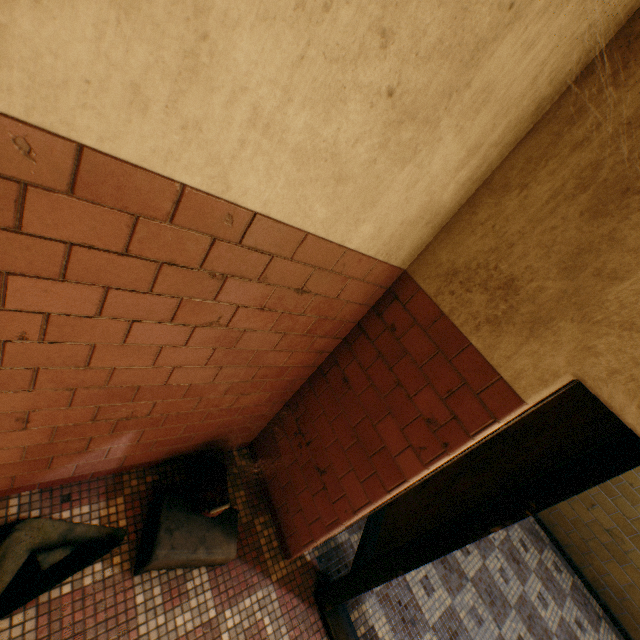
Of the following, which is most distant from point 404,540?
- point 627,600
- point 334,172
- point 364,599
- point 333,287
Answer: point 627,600

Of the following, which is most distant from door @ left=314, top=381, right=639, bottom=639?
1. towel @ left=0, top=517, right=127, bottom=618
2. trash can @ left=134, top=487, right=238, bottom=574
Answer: towel @ left=0, top=517, right=127, bottom=618

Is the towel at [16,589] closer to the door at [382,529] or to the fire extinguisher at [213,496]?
the fire extinguisher at [213,496]

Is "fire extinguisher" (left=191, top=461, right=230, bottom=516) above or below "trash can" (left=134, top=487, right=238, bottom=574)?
above

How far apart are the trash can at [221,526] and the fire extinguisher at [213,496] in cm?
3

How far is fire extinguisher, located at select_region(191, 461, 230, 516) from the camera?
1.8 meters

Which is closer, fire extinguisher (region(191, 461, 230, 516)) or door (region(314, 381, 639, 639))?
door (region(314, 381, 639, 639))
